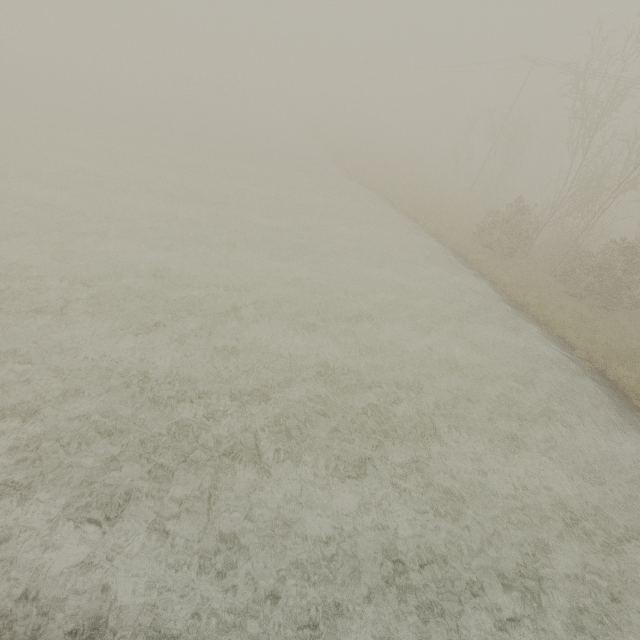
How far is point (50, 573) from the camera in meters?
5.2 m
